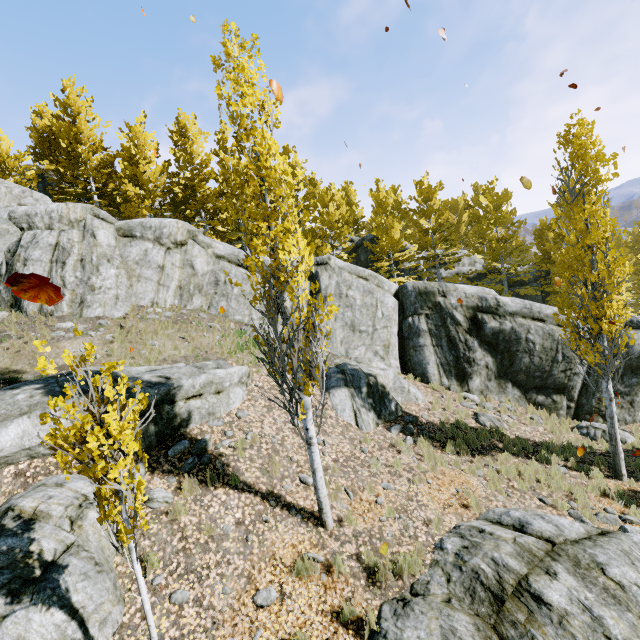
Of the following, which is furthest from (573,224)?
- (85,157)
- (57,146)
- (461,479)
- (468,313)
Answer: (57,146)

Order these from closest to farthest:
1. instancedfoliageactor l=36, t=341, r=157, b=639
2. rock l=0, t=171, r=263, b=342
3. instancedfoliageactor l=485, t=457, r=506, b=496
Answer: instancedfoliageactor l=36, t=341, r=157, b=639 → instancedfoliageactor l=485, t=457, r=506, b=496 → rock l=0, t=171, r=263, b=342

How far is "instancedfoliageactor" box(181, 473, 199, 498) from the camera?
6.9m

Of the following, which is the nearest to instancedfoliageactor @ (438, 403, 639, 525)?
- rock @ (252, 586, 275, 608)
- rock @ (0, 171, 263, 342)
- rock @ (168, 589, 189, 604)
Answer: rock @ (0, 171, 263, 342)

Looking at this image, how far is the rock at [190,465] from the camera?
7.4m

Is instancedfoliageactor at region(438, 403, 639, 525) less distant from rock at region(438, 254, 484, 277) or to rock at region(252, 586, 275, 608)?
rock at region(438, 254, 484, 277)

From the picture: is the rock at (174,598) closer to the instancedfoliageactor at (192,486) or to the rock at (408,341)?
the rock at (408,341)

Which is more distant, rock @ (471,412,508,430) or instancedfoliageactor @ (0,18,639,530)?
rock @ (471,412,508,430)
